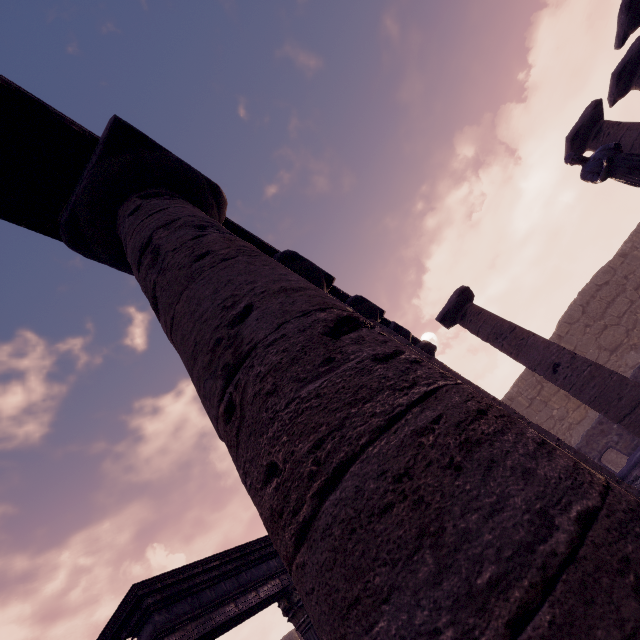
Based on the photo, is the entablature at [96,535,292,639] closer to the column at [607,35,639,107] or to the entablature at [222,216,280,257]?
the entablature at [222,216,280,257]

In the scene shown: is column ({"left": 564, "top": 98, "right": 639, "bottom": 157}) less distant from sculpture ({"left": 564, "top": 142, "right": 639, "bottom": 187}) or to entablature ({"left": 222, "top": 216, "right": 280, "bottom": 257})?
sculpture ({"left": 564, "top": 142, "right": 639, "bottom": 187})

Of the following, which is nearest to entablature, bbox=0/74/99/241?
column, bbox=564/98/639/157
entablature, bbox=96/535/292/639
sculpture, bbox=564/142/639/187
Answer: entablature, bbox=96/535/292/639

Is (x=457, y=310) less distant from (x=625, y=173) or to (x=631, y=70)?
(x=625, y=173)

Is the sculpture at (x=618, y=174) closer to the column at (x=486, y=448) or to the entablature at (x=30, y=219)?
the entablature at (x=30, y=219)

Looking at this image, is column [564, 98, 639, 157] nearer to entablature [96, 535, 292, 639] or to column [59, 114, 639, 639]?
column [59, 114, 639, 639]

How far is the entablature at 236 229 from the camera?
4.30m

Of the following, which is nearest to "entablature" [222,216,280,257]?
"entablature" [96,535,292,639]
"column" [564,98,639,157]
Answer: "entablature" [96,535,292,639]
